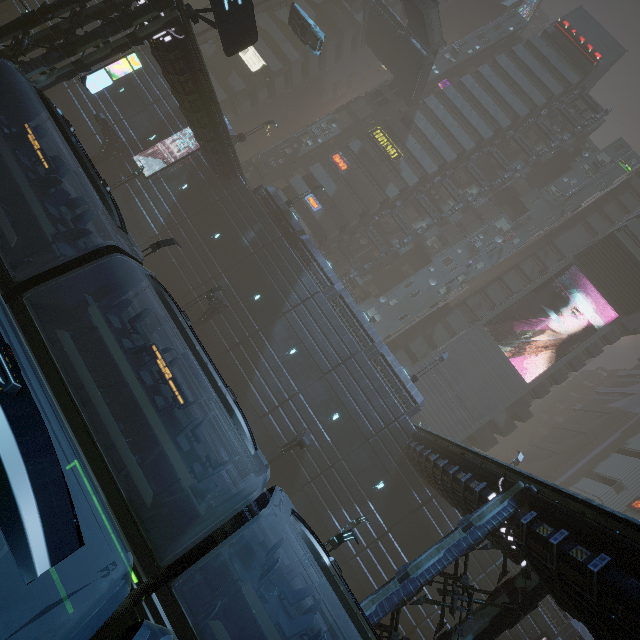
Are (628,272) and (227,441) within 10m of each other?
no

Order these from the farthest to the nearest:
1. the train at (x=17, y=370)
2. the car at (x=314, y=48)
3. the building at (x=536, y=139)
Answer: the building at (x=536, y=139) < the car at (x=314, y=48) < the train at (x=17, y=370)

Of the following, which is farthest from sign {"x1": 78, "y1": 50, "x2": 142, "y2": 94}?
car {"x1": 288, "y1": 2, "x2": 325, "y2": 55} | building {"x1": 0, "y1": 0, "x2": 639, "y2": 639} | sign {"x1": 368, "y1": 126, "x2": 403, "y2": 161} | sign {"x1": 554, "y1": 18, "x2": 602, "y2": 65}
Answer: sign {"x1": 554, "y1": 18, "x2": 602, "y2": 65}

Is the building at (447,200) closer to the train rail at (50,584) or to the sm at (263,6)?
the train rail at (50,584)

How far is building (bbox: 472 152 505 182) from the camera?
43.3m

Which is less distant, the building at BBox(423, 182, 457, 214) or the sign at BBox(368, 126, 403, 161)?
the sign at BBox(368, 126, 403, 161)

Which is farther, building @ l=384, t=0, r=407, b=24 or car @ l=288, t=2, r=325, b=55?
building @ l=384, t=0, r=407, b=24

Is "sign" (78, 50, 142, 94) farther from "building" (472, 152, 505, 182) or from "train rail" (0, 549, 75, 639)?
"train rail" (0, 549, 75, 639)
